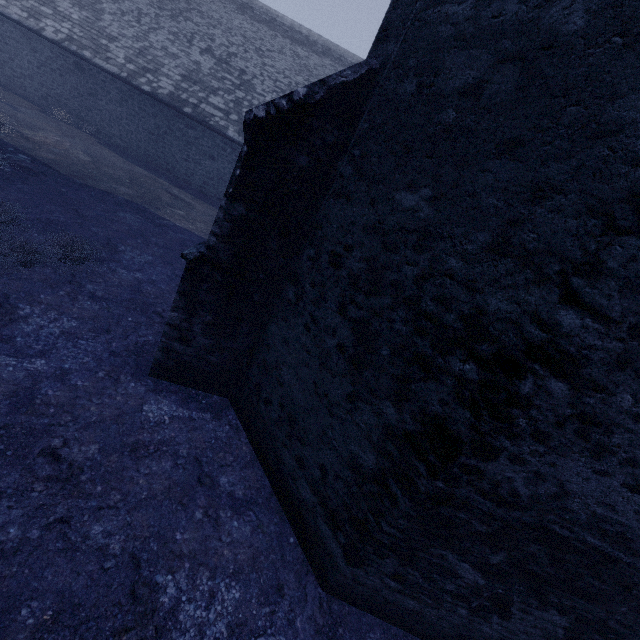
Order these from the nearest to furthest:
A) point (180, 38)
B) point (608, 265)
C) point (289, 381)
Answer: point (608, 265), point (289, 381), point (180, 38)
